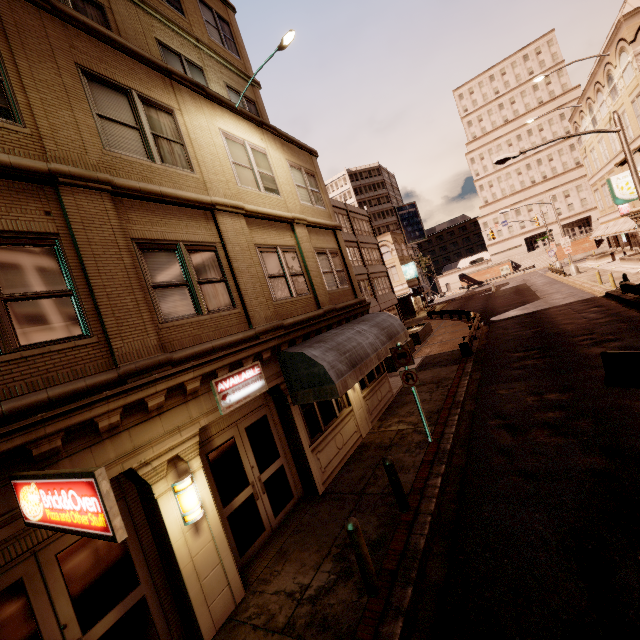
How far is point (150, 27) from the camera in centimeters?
964cm

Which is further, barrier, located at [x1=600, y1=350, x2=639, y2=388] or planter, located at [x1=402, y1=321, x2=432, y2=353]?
planter, located at [x1=402, y1=321, x2=432, y2=353]

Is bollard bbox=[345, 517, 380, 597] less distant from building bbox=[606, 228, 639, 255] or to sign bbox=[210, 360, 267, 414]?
sign bbox=[210, 360, 267, 414]

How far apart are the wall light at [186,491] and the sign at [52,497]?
1.81m

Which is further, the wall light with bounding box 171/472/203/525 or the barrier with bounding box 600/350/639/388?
the barrier with bounding box 600/350/639/388

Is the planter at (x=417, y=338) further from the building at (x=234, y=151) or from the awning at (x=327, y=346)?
the building at (x=234, y=151)

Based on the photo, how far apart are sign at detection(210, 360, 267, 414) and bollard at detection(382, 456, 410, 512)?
3.2 meters

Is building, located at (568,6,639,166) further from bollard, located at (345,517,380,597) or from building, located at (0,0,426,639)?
bollard, located at (345,517,380,597)
